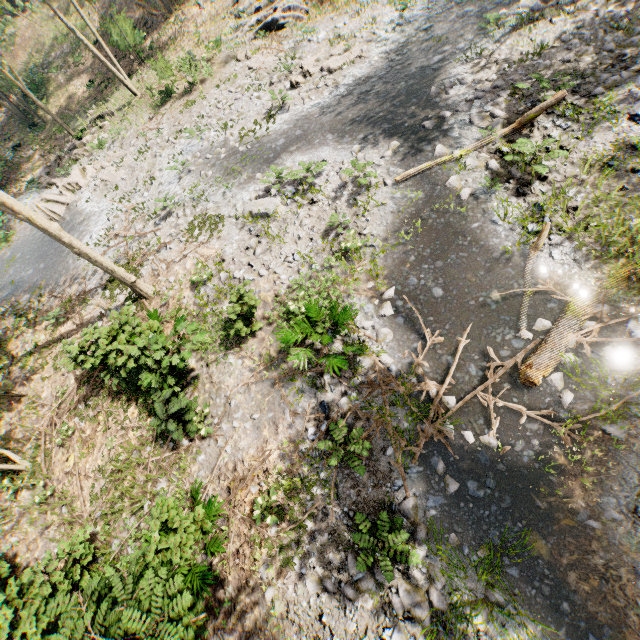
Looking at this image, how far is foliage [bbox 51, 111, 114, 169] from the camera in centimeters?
2139cm

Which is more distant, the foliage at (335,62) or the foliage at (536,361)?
the foliage at (335,62)

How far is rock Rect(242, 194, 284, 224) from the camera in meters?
11.9

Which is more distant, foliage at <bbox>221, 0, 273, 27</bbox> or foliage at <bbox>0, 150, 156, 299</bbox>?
foliage at <bbox>221, 0, 273, 27</bbox>

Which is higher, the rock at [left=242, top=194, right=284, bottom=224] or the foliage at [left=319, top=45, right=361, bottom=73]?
the rock at [left=242, top=194, right=284, bottom=224]

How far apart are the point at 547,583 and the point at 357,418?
4.37m

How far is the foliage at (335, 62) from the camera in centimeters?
1472cm
